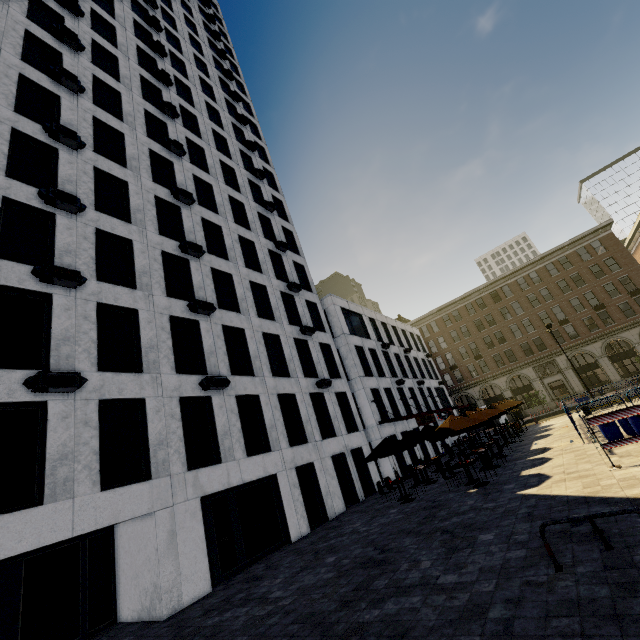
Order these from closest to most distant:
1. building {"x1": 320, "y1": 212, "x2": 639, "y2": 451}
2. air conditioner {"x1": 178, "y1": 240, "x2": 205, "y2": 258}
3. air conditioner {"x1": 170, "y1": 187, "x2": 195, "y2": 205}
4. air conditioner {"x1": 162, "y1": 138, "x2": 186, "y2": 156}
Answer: air conditioner {"x1": 178, "y1": 240, "x2": 205, "y2": 258}, air conditioner {"x1": 170, "y1": 187, "x2": 195, "y2": 205}, air conditioner {"x1": 162, "y1": 138, "x2": 186, "y2": 156}, building {"x1": 320, "y1": 212, "x2": 639, "y2": 451}

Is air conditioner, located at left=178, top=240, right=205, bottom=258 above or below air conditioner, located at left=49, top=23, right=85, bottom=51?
below

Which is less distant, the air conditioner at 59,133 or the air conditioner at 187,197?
the air conditioner at 59,133

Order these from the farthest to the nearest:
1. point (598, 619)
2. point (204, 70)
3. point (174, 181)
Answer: point (204, 70)
point (174, 181)
point (598, 619)

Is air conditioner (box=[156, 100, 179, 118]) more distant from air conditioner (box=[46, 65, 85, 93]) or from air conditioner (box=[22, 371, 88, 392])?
air conditioner (box=[22, 371, 88, 392])

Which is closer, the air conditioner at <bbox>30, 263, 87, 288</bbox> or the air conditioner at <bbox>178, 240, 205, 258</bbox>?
the air conditioner at <bbox>30, 263, 87, 288</bbox>

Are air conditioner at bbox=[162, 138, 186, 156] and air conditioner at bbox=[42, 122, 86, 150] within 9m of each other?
yes

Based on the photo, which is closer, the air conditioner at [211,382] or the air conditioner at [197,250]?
the air conditioner at [211,382]
